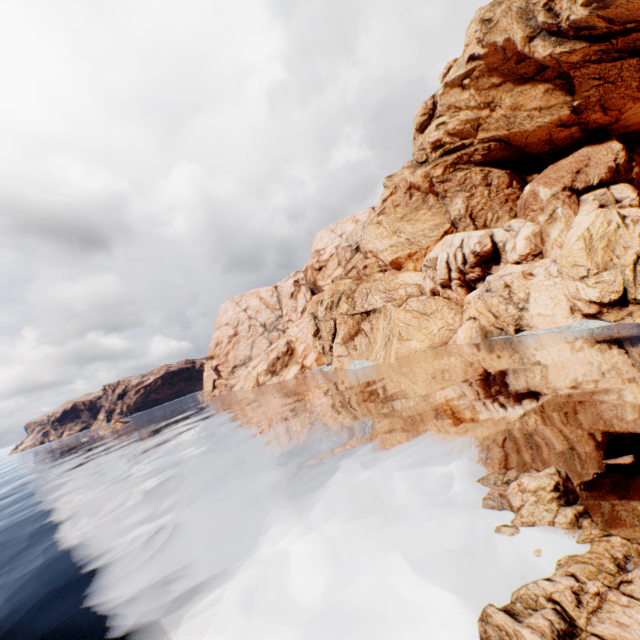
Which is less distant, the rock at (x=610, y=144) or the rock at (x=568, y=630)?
the rock at (x=568, y=630)

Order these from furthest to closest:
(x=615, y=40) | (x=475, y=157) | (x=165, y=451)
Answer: (x=475, y=157) → (x=165, y=451) → (x=615, y=40)

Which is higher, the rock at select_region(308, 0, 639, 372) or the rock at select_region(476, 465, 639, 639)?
the rock at select_region(308, 0, 639, 372)

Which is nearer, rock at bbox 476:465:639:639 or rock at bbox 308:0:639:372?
rock at bbox 476:465:639:639

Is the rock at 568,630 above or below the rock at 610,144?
below
